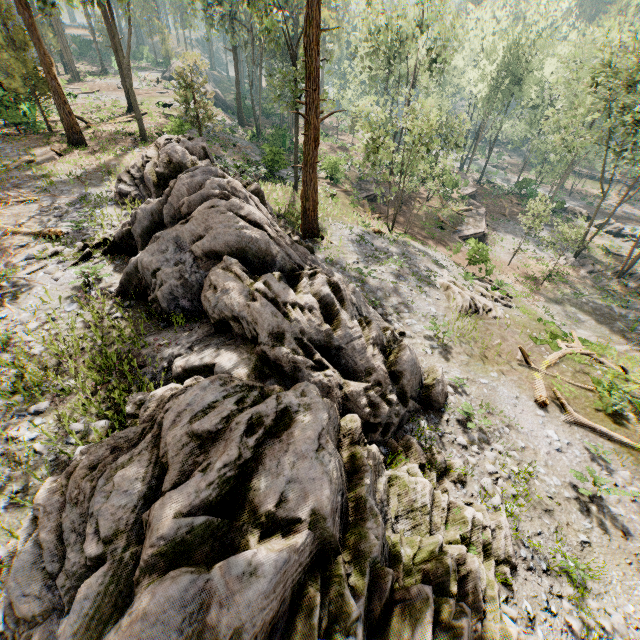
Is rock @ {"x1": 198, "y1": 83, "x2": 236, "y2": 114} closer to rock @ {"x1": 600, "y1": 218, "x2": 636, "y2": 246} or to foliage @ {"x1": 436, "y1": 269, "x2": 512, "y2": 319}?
foliage @ {"x1": 436, "y1": 269, "x2": 512, "y2": 319}

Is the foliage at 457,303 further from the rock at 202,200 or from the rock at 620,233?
the rock at 202,200

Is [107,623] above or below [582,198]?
above

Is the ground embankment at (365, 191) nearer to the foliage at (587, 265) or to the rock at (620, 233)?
the foliage at (587, 265)

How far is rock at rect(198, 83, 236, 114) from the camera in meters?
52.8 m

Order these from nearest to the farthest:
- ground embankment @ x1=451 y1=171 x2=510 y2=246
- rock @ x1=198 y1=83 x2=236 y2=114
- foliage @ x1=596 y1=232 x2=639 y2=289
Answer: foliage @ x1=596 y1=232 x2=639 y2=289
ground embankment @ x1=451 y1=171 x2=510 y2=246
rock @ x1=198 y1=83 x2=236 y2=114

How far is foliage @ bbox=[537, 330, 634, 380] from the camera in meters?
15.9 m
